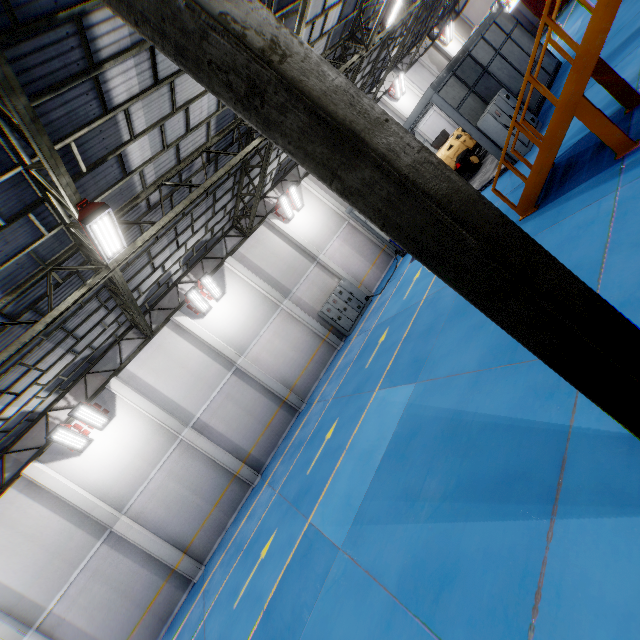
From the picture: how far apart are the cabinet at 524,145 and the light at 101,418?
18.9m

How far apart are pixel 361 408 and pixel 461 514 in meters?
5.6

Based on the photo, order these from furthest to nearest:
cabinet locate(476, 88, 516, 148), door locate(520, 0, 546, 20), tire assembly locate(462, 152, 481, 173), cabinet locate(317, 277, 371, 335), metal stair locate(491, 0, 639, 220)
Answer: door locate(520, 0, 546, 20)
cabinet locate(317, 277, 371, 335)
tire assembly locate(462, 152, 481, 173)
cabinet locate(476, 88, 516, 148)
metal stair locate(491, 0, 639, 220)

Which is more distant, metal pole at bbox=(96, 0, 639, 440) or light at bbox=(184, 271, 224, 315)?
light at bbox=(184, 271, 224, 315)

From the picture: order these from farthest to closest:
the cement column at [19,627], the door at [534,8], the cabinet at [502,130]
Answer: the door at [534,8] → the cabinet at [502,130] → the cement column at [19,627]

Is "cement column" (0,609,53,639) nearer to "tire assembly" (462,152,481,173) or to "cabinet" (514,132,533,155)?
"cabinet" (514,132,533,155)

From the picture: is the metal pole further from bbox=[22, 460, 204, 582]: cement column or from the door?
the door

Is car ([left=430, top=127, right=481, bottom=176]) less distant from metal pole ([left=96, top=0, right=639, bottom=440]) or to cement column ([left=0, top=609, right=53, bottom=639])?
metal pole ([left=96, top=0, right=639, bottom=440])
